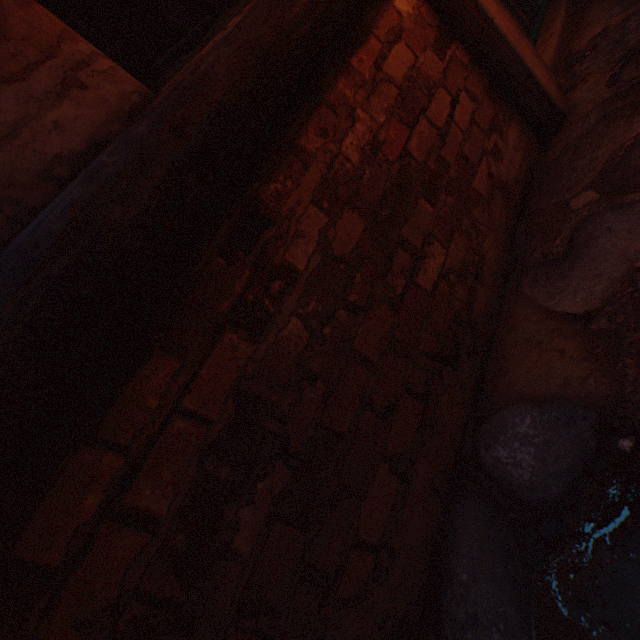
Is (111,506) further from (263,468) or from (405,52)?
(405,52)

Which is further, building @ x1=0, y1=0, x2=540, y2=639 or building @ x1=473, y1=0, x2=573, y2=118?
building @ x1=473, y1=0, x2=573, y2=118

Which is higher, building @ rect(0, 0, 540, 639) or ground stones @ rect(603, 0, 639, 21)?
building @ rect(0, 0, 540, 639)

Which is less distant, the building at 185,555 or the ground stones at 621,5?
the building at 185,555

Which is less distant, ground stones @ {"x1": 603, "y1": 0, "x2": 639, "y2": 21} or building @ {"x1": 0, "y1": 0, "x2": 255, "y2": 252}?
building @ {"x1": 0, "y1": 0, "x2": 255, "y2": 252}
